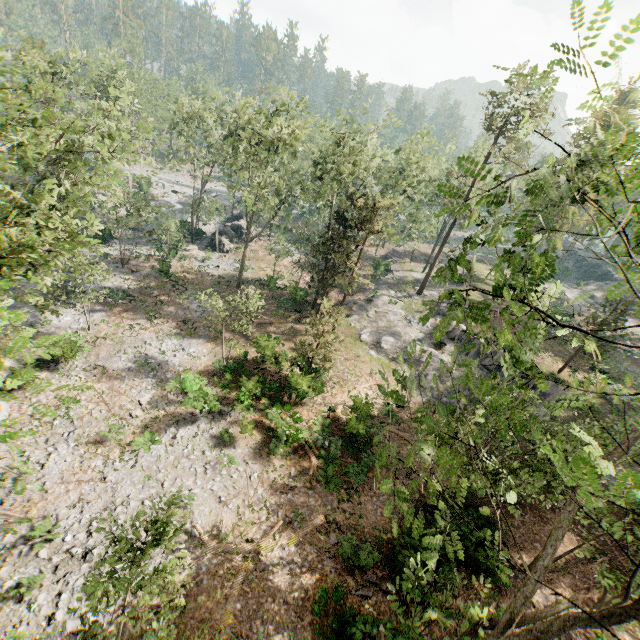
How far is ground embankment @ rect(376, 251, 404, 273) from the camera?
47.4m

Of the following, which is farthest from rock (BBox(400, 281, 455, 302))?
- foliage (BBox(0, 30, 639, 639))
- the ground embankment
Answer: the ground embankment

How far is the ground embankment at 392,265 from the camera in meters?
47.4 m

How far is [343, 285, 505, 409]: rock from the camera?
28.8 meters

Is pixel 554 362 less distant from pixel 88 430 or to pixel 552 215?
pixel 552 215

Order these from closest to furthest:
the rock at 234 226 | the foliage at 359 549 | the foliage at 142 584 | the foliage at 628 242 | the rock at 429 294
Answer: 1. the foliage at 628 242
2. the foliage at 142 584
3. the foliage at 359 549
4. the rock at 429 294
5. the rock at 234 226

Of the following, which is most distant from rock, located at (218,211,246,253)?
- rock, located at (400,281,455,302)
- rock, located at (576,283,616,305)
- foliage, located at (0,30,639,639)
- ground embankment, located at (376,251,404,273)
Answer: rock, located at (576,283,616,305)
